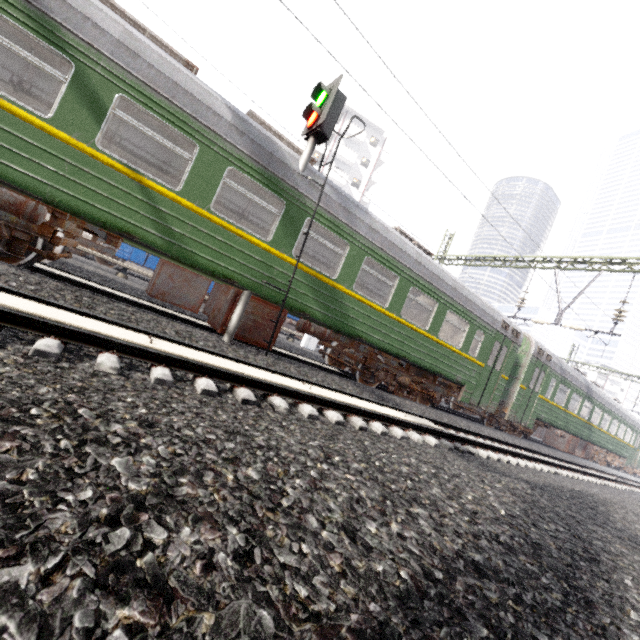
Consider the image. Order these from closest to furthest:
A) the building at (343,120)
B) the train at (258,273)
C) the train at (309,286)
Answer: the train at (258,273)
the train at (309,286)
the building at (343,120)

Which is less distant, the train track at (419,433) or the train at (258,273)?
the train track at (419,433)

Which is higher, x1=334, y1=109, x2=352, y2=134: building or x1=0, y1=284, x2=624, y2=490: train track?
x1=334, y1=109, x2=352, y2=134: building

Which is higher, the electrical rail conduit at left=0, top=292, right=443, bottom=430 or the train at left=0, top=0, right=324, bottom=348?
the train at left=0, top=0, right=324, bottom=348

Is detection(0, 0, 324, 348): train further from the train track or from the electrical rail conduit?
the electrical rail conduit

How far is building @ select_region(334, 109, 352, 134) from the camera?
39.51m

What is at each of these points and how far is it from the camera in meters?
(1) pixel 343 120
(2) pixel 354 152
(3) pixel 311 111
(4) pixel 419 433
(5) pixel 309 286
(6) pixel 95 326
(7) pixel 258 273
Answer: (1) building, 40.2
(2) building, 41.2
(3) traffic signal, 6.9
(4) train track, 6.3
(5) train, 7.3
(6) electrical rail conduit, 3.6
(7) train, 6.6

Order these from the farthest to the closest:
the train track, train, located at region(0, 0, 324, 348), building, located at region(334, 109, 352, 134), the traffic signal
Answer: building, located at region(334, 109, 352, 134) < the traffic signal < train, located at region(0, 0, 324, 348) < the train track
